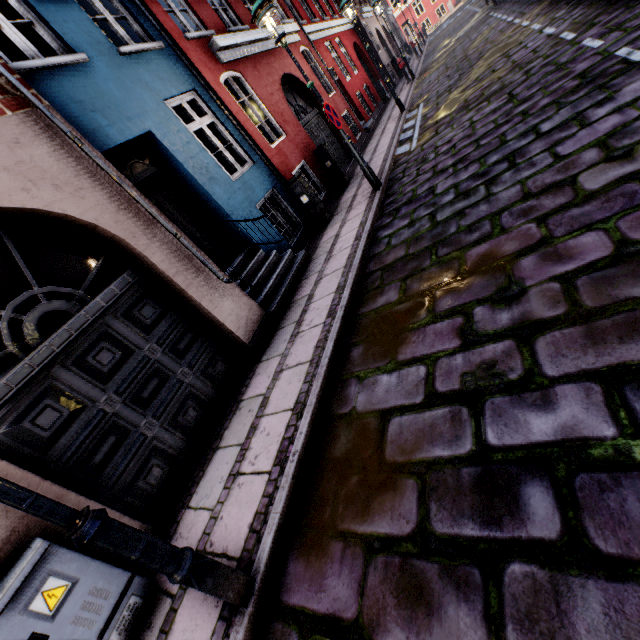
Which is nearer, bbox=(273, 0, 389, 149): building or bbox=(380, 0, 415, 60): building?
bbox=(273, 0, 389, 149): building

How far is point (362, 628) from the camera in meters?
1.7 m

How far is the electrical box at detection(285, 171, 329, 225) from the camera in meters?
7.5 m

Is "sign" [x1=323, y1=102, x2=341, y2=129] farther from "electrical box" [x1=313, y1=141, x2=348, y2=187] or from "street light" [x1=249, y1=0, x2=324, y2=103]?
"electrical box" [x1=313, y1=141, x2=348, y2=187]

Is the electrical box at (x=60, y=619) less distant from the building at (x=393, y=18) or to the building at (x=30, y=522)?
the building at (x=30, y=522)

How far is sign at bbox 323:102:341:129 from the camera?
6.0m

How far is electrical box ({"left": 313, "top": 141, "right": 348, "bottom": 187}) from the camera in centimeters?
920cm

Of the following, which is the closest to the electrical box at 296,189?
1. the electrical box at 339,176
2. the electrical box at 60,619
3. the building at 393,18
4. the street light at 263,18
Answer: the street light at 263,18
